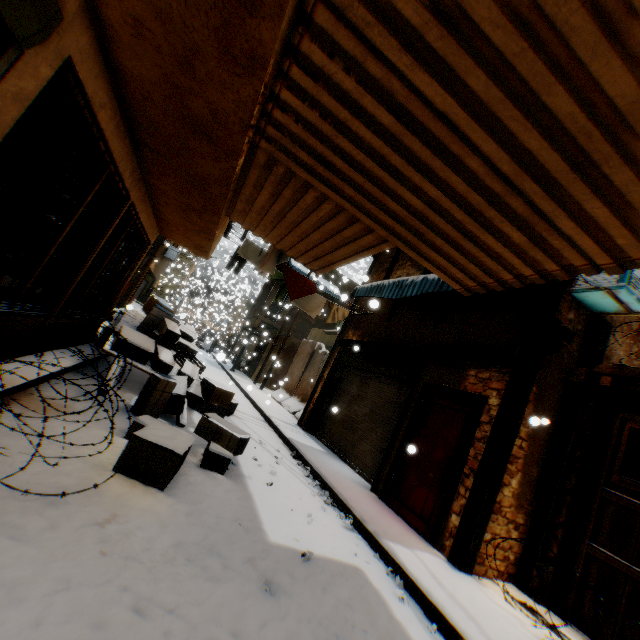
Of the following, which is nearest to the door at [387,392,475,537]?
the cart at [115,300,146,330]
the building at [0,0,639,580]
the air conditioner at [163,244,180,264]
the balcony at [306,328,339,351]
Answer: the building at [0,0,639,580]

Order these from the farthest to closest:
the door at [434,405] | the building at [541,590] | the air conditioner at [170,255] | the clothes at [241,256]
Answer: the air conditioner at [170,255] < the clothes at [241,256] < the door at [434,405] < the building at [541,590]

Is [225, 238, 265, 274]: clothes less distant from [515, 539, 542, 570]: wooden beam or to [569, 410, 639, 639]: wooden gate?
[515, 539, 542, 570]: wooden beam

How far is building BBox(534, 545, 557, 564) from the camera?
4.7m

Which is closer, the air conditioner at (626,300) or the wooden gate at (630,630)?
the wooden gate at (630,630)

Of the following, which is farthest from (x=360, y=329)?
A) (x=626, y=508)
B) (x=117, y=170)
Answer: (x=117, y=170)

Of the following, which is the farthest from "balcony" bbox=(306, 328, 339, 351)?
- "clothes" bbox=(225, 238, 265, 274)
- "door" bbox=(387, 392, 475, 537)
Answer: "door" bbox=(387, 392, 475, 537)

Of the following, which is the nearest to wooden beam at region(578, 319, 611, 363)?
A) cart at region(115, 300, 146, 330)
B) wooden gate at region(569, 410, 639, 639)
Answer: wooden gate at region(569, 410, 639, 639)
